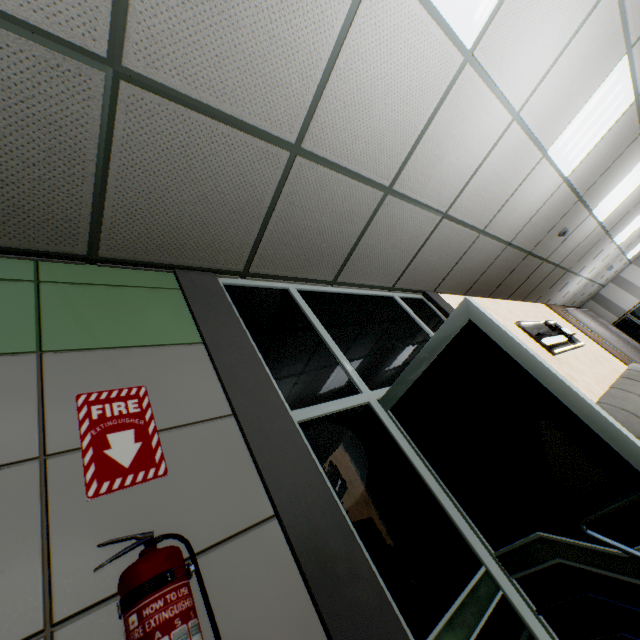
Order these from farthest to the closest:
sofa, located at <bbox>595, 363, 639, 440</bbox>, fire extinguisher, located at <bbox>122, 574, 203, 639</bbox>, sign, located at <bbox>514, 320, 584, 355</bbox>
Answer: sign, located at <bbox>514, 320, 584, 355</bbox>, sofa, located at <bbox>595, 363, 639, 440</bbox>, fire extinguisher, located at <bbox>122, 574, 203, 639</bbox>

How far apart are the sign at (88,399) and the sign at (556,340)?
5.70m

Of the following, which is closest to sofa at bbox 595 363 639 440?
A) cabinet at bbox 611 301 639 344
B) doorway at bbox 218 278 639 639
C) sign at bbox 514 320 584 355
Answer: doorway at bbox 218 278 639 639

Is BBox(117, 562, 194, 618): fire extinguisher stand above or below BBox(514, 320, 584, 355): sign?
below

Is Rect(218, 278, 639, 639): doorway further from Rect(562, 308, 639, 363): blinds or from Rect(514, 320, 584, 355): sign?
Rect(562, 308, 639, 363): blinds

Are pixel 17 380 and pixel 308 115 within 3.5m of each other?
yes

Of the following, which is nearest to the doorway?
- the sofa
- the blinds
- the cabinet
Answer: the sofa

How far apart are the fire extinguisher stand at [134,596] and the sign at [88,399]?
0.64m
